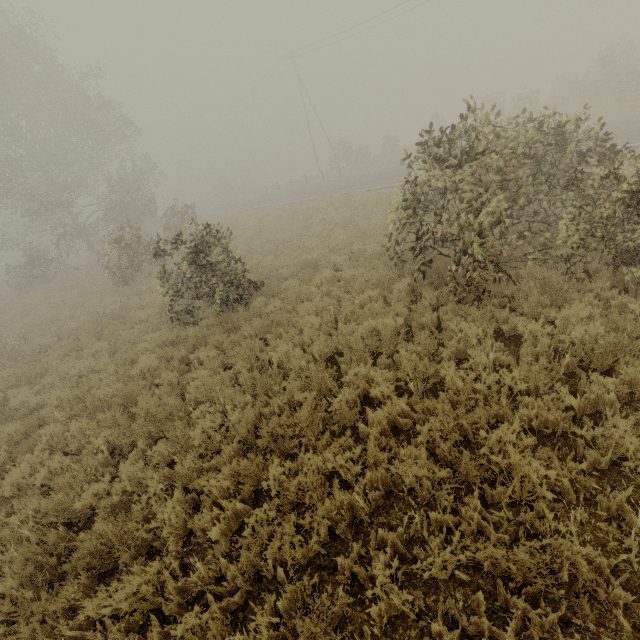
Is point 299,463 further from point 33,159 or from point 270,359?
point 33,159
